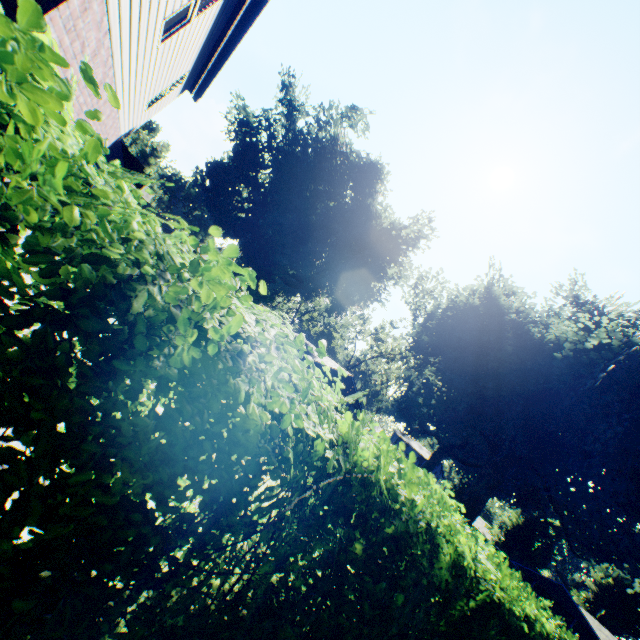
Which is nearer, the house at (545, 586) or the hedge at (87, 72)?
the hedge at (87, 72)

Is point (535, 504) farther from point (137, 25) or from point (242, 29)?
point (137, 25)

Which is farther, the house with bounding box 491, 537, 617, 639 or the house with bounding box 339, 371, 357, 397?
the house with bounding box 491, 537, 617, 639

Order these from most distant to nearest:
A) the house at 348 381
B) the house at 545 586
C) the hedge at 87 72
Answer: the house at 545 586 → the house at 348 381 → the hedge at 87 72

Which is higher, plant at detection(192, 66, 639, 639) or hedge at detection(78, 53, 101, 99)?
plant at detection(192, 66, 639, 639)

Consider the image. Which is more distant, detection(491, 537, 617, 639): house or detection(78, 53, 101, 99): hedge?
detection(491, 537, 617, 639): house

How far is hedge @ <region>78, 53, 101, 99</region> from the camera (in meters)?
0.85

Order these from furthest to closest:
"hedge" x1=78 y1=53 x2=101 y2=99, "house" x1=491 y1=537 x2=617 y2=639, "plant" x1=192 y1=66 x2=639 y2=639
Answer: "house" x1=491 y1=537 x2=617 y2=639, "plant" x1=192 y1=66 x2=639 y2=639, "hedge" x1=78 y1=53 x2=101 y2=99
